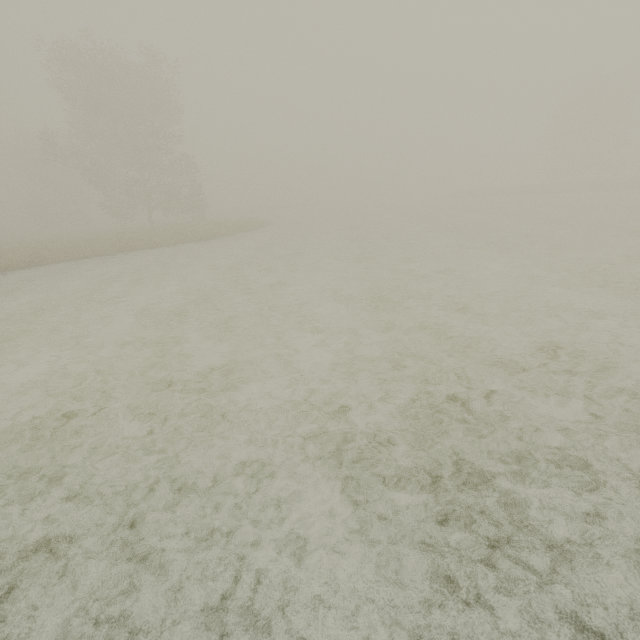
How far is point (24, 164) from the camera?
42.56m
